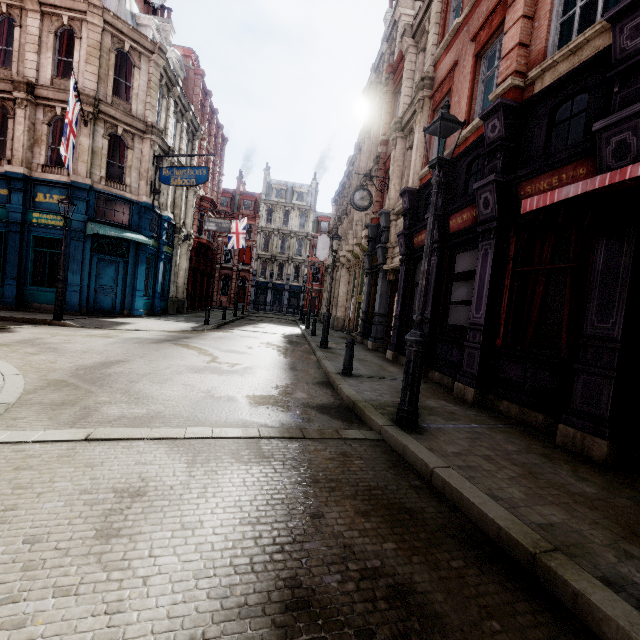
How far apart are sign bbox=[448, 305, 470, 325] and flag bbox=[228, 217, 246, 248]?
26.2m

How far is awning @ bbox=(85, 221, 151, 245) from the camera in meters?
14.2

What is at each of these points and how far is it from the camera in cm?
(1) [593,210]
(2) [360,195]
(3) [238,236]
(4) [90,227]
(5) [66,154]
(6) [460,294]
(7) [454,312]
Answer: (1) awning, 435
(2) clock, 1424
(3) flag, 3183
(4) awning, 1442
(5) flag, 1159
(6) sign, 830
(7) sign, 850

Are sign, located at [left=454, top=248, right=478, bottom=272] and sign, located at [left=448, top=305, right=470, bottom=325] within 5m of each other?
yes

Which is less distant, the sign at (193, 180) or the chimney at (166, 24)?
the sign at (193, 180)

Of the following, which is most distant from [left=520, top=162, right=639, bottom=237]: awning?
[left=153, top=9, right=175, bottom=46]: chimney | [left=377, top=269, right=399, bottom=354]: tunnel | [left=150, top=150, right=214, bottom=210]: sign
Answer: [left=153, top=9, right=175, bottom=46]: chimney

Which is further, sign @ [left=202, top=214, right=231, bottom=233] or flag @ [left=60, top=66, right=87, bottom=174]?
sign @ [left=202, top=214, right=231, bottom=233]

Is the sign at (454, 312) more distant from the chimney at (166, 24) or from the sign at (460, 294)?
the chimney at (166, 24)
